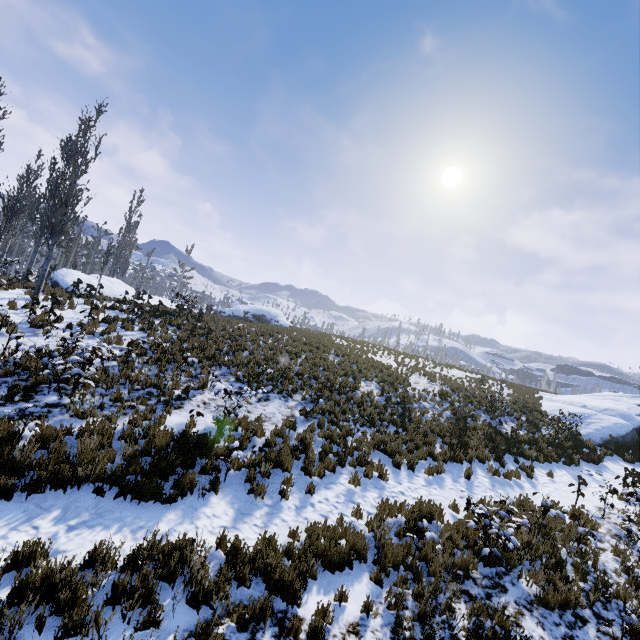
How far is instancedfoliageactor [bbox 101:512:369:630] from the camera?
4.42m

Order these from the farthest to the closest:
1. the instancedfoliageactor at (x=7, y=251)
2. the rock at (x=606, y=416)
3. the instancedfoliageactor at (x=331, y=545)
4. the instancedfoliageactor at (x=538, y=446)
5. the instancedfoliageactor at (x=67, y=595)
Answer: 1. the rock at (x=606, y=416)
2. the instancedfoliageactor at (x=7, y=251)
3. the instancedfoliageactor at (x=538, y=446)
4. the instancedfoliageactor at (x=331, y=545)
5. the instancedfoliageactor at (x=67, y=595)

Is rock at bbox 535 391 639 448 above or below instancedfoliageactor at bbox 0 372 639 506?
above

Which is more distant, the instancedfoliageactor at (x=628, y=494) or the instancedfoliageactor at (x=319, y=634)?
the instancedfoliageactor at (x=628, y=494)

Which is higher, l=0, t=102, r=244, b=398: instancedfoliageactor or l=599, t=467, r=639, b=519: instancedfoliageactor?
l=0, t=102, r=244, b=398: instancedfoliageactor

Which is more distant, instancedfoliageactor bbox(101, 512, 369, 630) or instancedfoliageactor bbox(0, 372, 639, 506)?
instancedfoliageactor bbox(0, 372, 639, 506)

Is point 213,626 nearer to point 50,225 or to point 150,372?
point 150,372
